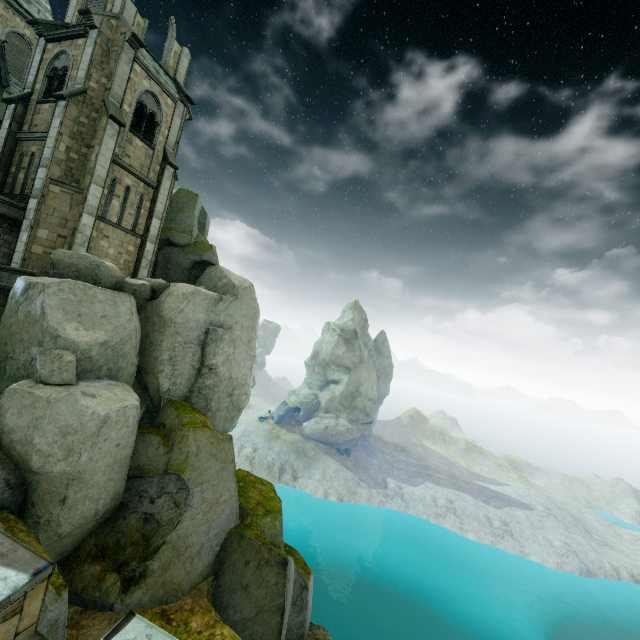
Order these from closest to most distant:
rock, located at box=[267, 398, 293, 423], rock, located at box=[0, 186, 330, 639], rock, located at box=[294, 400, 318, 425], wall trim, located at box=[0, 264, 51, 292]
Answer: rock, located at box=[0, 186, 330, 639], wall trim, located at box=[0, 264, 51, 292], rock, located at box=[267, 398, 293, 423], rock, located at box=[294, 400, 318, 425]

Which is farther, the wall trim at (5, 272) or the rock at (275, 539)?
the wall trim at (5, 272)

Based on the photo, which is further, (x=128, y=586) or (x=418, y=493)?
(x=418, y=493)

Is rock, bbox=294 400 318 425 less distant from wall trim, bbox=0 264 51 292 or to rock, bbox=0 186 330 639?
rock, bbox=0 186 330 639

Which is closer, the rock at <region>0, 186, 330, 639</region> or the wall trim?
the rock at <region>0, 186, 330, 639</region>

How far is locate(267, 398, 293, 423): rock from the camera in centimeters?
5750cm

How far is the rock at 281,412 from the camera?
57.5m
